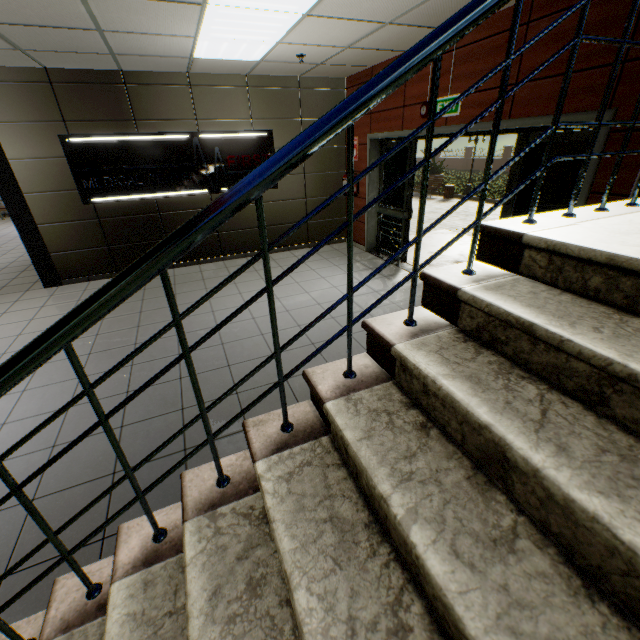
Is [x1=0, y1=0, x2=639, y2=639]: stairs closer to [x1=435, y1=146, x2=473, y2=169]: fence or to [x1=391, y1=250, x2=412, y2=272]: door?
[x1=391, y1=250, x2=412, y2=272]: door

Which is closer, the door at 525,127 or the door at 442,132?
the door at 525,127

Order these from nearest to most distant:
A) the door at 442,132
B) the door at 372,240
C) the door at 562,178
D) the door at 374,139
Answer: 1. the door at 562,178
2. the door at 442,132
3. the door at 374,139
4. the door at 372,240

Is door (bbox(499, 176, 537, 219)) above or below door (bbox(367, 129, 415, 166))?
below

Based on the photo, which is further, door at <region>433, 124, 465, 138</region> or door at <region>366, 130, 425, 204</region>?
door at <region>366, 130, 425, 204</region>

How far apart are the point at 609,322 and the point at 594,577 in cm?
68

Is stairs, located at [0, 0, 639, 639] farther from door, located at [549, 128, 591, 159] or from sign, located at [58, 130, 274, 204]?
sign, located at [58, 130, 274, 204]
